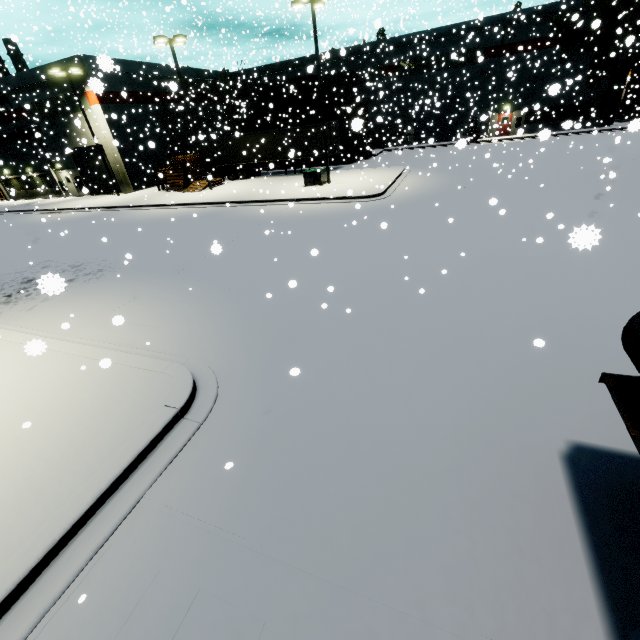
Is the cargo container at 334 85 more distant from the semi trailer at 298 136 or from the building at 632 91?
the building at 632 91

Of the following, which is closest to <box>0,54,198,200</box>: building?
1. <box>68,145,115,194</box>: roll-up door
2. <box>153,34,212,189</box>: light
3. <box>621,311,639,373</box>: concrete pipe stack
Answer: <box>68,145,115,194</box>: roll-up door

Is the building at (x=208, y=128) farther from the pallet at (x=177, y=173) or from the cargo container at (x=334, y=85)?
the cargo container at (x=334, y=85)

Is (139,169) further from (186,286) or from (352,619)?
(352,619)

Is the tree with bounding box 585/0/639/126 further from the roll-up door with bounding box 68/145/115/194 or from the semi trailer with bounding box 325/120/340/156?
the roll-up door with bounding box 68/145/115/194

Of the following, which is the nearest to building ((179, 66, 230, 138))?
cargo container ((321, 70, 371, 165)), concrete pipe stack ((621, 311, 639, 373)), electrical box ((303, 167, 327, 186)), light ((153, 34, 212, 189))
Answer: light ((153, 34, 212, 189))

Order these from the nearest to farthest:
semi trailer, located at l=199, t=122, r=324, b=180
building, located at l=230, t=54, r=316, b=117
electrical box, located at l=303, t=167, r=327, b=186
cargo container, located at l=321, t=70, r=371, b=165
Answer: electrical box, located at l=303, t=167, r=327, b=186 → semi trailer, located at l=199, t=122, r=324, b=180 → cargo container, located at l=321, t=70, r=371, b=165 → building, located at l=230, t=54, r=316, b=117

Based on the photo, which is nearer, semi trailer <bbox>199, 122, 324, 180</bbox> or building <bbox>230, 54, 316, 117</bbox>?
semi trailer <bbox>199, 122, 324, 180</bbox>
